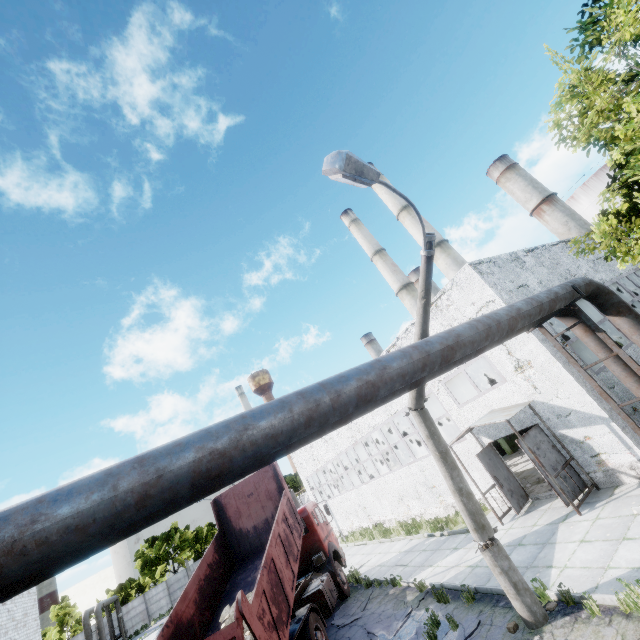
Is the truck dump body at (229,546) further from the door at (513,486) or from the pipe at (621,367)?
the door at (513,486)

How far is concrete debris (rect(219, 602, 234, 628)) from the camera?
9.2m

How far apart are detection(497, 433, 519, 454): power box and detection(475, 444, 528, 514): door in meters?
8.2 m

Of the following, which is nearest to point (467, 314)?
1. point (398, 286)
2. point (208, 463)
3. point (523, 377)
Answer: point (523, 377)

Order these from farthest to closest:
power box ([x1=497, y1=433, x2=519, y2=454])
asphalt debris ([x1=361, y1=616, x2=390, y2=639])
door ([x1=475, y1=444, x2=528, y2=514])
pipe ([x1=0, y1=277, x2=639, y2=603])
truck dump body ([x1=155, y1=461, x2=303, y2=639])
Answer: power box ([x1=497, y1=433, x2=519, y2=454]), door ([x1=475, y1=444, x2=528, y2=514]), asphalt debris ([x1=361, y1=616, x2=390, y2=639]), truck dump body ([x1=155, y1=461, x2=303, y2=639]), pipe ([x1=0, y1=277, x2=639, y2=603])

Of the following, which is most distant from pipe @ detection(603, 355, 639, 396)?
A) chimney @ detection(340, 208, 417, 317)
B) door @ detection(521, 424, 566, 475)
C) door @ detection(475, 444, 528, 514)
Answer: chimney @ detection(340, 208, 417, 317)

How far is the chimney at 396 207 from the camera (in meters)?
36.06

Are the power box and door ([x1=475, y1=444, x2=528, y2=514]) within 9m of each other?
yes
